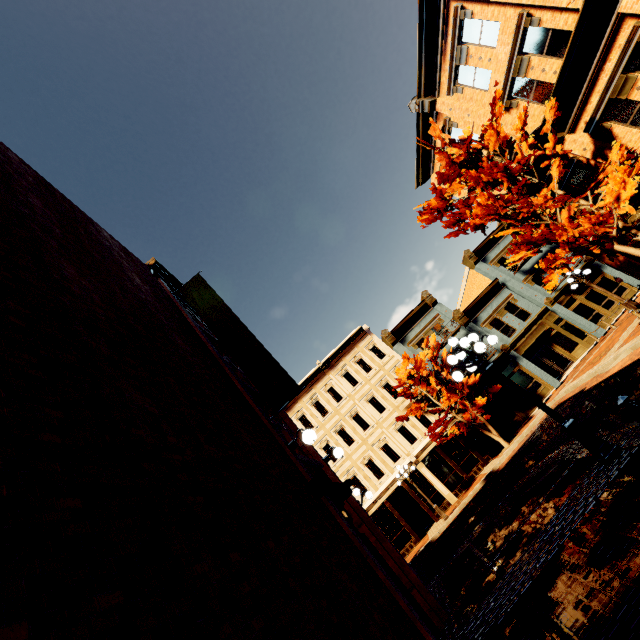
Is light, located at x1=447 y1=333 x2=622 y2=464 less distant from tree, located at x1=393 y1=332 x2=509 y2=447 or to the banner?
the banner

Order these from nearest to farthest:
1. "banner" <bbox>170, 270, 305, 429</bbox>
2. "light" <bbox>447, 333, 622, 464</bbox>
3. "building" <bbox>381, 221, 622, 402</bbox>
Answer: "light" <bbox>447, 333, 622, 464</bbox> < "banner" <bbox>170, 270, 305, 429</bbox> < "building" <bbox>381, 221, 622, 402</bbox>

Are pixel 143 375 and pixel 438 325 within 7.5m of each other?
no

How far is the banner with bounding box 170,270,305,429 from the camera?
7.17m

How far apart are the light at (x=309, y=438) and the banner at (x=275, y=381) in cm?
40

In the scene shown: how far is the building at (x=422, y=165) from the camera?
20.93m

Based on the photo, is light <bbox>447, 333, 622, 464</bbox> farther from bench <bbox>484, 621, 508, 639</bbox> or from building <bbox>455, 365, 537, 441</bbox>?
building <bbox>455, 365, 537, 441</bbox>

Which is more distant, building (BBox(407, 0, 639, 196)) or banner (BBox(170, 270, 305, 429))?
building (BBox(407, 0, 639, 196))
